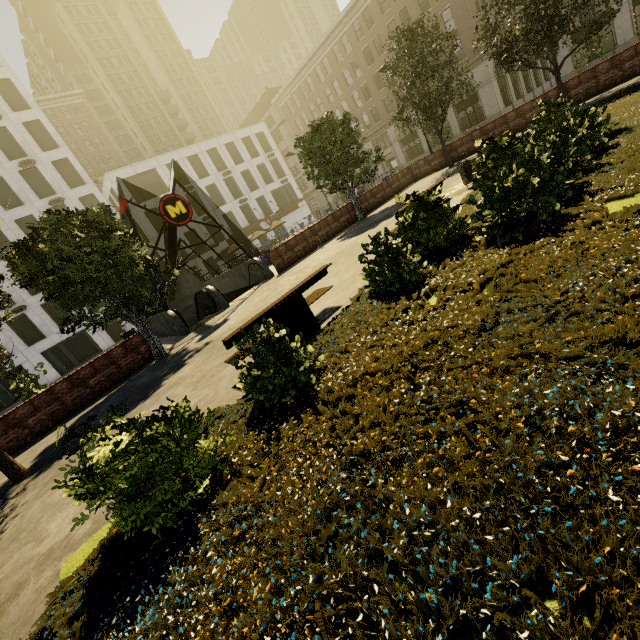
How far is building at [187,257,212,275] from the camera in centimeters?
4070cm

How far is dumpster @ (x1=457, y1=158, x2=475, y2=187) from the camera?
10.67m

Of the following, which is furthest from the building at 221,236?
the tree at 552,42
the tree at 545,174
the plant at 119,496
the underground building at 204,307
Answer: the tree at 545,174

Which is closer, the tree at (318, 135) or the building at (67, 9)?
the tree at (318, 135)

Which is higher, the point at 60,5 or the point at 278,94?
the point at 60,5

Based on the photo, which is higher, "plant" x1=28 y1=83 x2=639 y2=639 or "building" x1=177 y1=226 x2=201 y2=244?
"building" x1=177 y1=226 x2=201 y2=244

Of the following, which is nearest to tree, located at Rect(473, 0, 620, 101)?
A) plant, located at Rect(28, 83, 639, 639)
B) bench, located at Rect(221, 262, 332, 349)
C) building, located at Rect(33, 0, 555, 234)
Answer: plant, located at Rect(28, 83, 639, 639)
